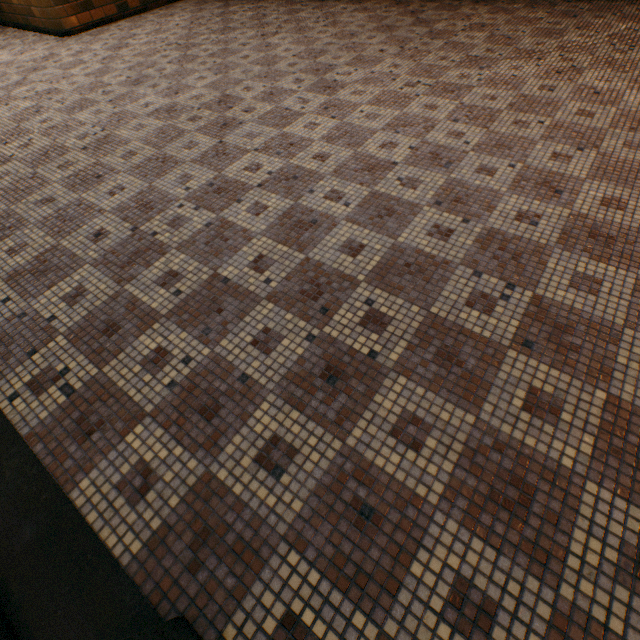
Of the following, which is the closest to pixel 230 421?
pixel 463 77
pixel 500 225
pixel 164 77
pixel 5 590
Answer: pixel 5 590
